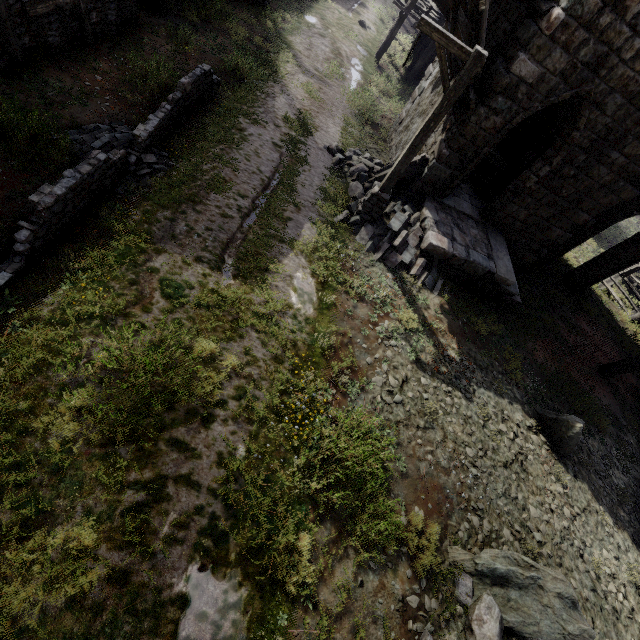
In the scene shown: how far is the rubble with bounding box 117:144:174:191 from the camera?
6.90m

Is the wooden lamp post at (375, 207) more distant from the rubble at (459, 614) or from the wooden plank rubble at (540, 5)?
the rubble at (459, 614)

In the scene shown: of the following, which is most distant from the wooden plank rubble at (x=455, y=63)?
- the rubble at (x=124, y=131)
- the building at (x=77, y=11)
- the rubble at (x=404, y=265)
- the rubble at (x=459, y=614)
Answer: the rubble at (x=459, y=614)

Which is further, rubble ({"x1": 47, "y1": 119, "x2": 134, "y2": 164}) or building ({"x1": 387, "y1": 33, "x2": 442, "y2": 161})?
building ({"x1": 387, "y1": 33, "x2": 442, "y2": 161})

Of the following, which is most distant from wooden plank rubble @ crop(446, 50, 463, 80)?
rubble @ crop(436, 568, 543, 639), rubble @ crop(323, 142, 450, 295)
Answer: rubble @ crop(436, 568, 543, 639)

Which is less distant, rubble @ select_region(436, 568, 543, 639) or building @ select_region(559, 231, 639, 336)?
rubble @ select_region(436, 568, 543, 639)

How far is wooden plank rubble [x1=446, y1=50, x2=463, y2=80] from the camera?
9.0m

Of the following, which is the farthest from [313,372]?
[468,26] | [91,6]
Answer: [91,6]
